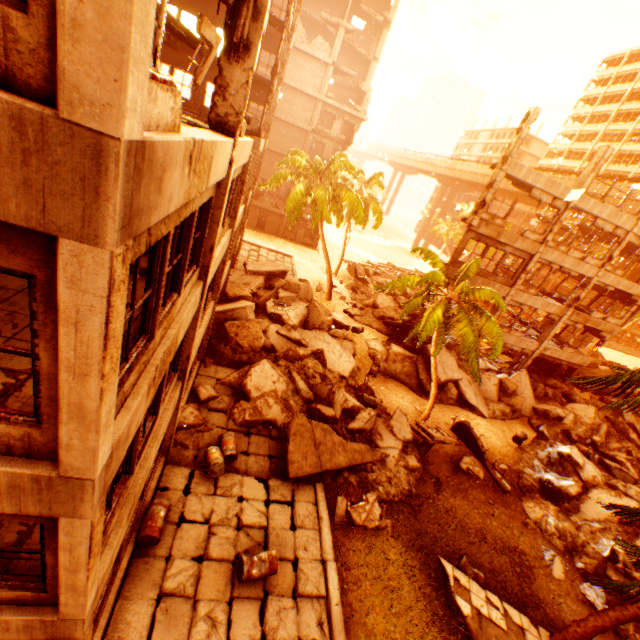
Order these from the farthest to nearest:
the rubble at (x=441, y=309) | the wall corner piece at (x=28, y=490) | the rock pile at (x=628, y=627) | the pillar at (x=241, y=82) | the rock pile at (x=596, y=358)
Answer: the rock pile at (x=596, y=358), the rubble at (x=441, y=309), the rock pile at (x=628, y=627), the pillar at (x=241, y=82), the wall corner piece at (x=28, y=490)

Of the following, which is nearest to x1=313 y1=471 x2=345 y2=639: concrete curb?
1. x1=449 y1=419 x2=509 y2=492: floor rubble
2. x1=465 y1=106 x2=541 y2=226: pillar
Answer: x1=449 y1=419 x2=509 y2=492: floor rubble

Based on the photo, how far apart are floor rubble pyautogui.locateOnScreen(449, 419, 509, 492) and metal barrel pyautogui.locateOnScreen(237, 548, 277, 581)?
10.70m

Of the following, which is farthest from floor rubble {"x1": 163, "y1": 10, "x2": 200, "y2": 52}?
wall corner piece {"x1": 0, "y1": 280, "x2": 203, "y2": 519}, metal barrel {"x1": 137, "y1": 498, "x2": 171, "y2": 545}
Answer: metal barrel {"x1": 137, "y1": 498, "x2": 171, "y2": 545}

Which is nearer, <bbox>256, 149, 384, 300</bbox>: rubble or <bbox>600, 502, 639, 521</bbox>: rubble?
<bbox>600, 502, 639, 521</bbox>: rubble

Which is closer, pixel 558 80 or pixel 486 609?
pixel 486 609

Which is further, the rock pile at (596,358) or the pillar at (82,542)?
the rock pile at (596,358)

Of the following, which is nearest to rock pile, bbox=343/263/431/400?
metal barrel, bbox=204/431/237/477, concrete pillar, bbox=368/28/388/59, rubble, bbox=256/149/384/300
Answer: rubble, bbox=256/149/384/300
